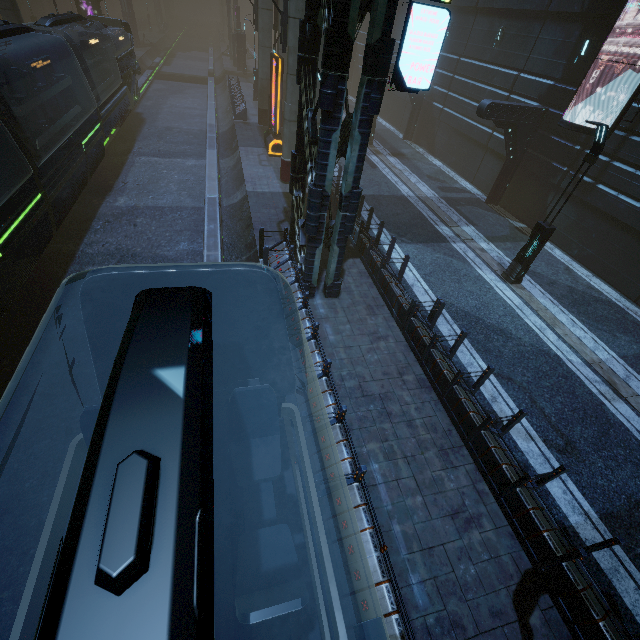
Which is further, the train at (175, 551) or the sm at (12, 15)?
the sm at (12, 15)

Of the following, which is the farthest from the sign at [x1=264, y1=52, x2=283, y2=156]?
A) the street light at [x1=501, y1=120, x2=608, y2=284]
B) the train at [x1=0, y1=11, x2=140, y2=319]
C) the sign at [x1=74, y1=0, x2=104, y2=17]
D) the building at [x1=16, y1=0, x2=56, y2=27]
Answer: the sign at [x1=74, y1=0, x2=104, y2=17]

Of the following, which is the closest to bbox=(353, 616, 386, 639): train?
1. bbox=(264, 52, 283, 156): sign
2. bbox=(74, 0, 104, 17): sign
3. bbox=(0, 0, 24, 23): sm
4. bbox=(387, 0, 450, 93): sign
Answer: bbox=(0, 0, 24, 23): sm

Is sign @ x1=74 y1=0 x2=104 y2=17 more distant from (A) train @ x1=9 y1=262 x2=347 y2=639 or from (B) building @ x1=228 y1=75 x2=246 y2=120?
(A) train @ x1=9 y1=262 x2=347 y2=639

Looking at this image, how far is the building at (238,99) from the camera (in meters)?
24.70

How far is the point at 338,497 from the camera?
5.9 meters

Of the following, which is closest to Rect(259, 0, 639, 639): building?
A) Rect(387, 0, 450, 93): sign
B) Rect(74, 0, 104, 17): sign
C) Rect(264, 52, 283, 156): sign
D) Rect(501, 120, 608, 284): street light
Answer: Rect(387, 0, 450, 93): sign
